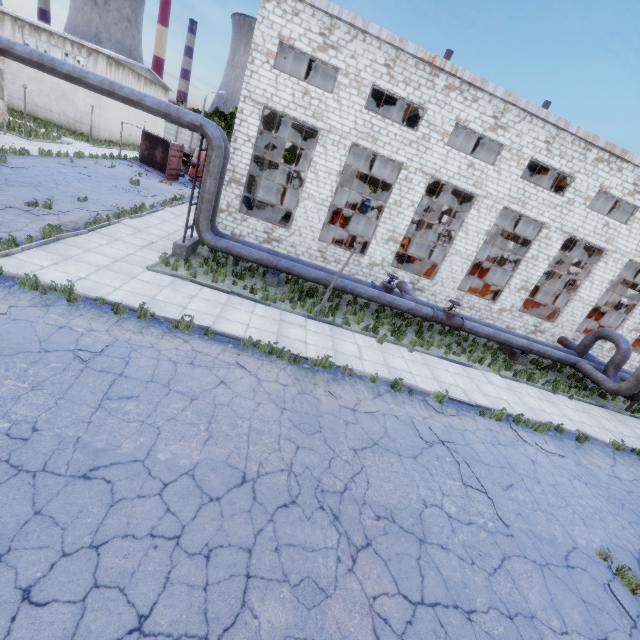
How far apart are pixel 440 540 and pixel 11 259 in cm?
1280

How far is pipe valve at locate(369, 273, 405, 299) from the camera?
15.54m

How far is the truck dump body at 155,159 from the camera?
27.3m

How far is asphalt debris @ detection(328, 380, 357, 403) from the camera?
8.6m

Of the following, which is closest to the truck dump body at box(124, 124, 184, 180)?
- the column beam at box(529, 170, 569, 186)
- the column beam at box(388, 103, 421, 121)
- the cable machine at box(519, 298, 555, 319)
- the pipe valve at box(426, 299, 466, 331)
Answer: the column beam at box(388, 103, 421, 121)

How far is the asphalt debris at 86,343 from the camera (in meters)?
6.77

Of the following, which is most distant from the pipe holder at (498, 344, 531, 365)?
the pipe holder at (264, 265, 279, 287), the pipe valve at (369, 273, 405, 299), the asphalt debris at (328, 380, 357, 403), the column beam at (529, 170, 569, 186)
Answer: the pipe holder at (264, 265, 279, 287)

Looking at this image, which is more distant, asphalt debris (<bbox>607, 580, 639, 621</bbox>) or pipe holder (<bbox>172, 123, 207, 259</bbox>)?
pipe holder (<bbox>172, 123, 207, 259</bbox>)
